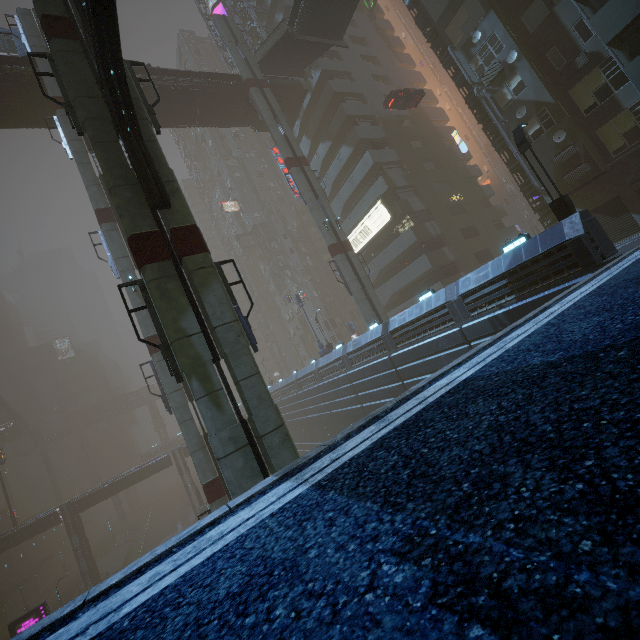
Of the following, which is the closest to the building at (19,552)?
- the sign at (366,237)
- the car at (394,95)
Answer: the sign at (366,237)

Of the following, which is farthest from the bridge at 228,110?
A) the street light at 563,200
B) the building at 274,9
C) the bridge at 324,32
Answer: the street light at 563,200

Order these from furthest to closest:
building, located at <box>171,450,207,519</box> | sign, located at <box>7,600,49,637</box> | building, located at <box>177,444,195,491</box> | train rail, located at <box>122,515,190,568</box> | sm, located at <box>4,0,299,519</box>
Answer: train rail, located at <box>122,515,190,568</box>, building, located at <box>177,444,195,491</box>, building, located at <box>171,450,207,519</box>, sign, located at <box>7,600,49,637</box>, sm, located at <box>4,0,299,519</box>

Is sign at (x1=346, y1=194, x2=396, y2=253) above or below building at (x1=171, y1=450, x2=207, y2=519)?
above

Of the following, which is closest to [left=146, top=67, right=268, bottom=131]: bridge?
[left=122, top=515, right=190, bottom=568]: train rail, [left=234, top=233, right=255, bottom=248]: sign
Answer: [left=234, top=233, right=255, bottom=248]: sign

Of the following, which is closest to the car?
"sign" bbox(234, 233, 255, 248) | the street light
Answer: the street light

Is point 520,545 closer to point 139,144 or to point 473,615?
point 473,615

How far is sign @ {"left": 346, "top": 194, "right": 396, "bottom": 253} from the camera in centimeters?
3181cm
